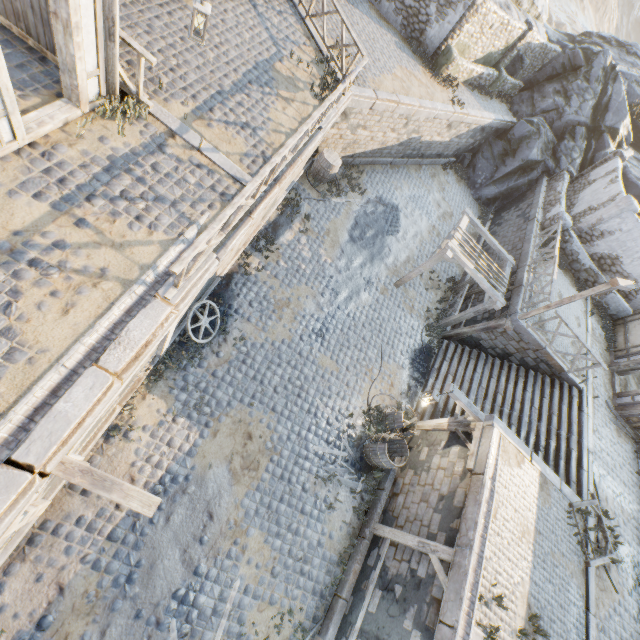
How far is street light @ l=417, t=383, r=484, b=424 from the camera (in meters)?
9.11

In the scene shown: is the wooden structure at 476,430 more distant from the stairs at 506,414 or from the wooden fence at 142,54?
the wooden fence at 142,54

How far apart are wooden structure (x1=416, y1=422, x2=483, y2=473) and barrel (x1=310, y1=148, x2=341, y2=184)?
10.5 meters

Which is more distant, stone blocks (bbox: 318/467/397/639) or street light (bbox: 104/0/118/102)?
stone blocks (bbox: 318/467/397/639)

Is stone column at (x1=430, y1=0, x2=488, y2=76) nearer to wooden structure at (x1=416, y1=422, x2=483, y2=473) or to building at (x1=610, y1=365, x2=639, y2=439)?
building at (x1=610, y1=365, x2=639, y2=439)

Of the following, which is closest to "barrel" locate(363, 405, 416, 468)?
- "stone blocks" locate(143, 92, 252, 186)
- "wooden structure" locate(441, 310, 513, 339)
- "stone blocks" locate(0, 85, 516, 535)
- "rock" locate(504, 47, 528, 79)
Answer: "stone blocks" locate(0, 85, 516, 535)

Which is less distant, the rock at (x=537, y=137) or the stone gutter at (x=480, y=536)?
the stone gutter at (x=480, y=536)

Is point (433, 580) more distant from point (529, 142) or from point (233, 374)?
point (529, 142)
